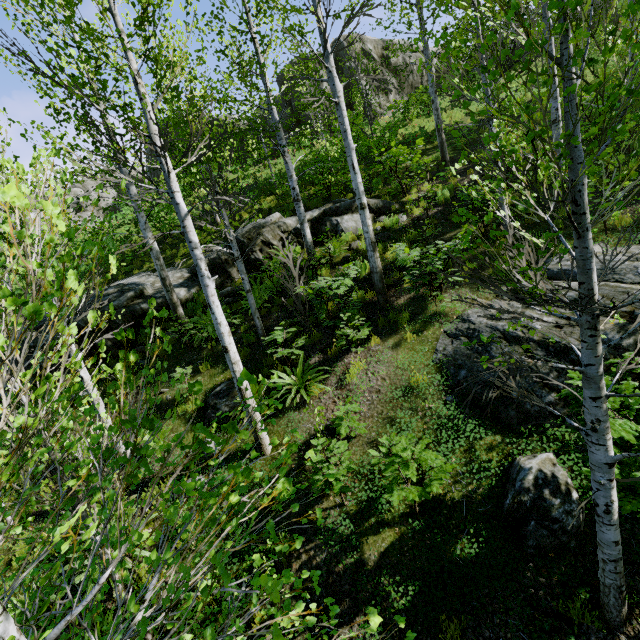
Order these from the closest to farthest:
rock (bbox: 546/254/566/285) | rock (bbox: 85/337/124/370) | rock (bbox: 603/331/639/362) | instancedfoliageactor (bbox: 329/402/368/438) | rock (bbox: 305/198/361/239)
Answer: rock (bbox: 603/331/639/362) → instancedfoliageactor (bbox: 329/402/368/438) → rock (bbox: 546/254/566/285) → rock (bbox: 85/337/124/370) → rock (bbox: 305/198/361/239)

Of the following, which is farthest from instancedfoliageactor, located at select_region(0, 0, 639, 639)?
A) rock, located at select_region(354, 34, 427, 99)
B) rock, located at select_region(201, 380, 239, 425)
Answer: rock, located at select_region(354, 34, 427, 99)

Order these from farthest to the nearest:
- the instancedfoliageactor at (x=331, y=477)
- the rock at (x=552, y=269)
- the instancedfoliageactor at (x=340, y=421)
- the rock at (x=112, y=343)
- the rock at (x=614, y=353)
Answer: the rock at (x=112, y=343) < the rock at (x=552, y=269) < the instancedfoliageactor at (x=340, y=421) < the rock at (x=614, y=353) < the instancedfoliageactor at (x=331, y=477)

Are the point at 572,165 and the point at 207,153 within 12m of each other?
yes

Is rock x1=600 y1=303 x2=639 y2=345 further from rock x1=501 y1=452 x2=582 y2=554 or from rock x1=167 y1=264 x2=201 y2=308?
rock x1=167 y1=264 x2=201 y2=308

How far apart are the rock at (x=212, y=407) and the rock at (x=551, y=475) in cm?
522

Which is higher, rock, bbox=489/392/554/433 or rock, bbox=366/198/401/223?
rock, bbox=366/198/401/223

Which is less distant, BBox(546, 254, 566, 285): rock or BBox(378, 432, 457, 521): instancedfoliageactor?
BBox(378, 432, 457, 521): instancedfoliageactor
